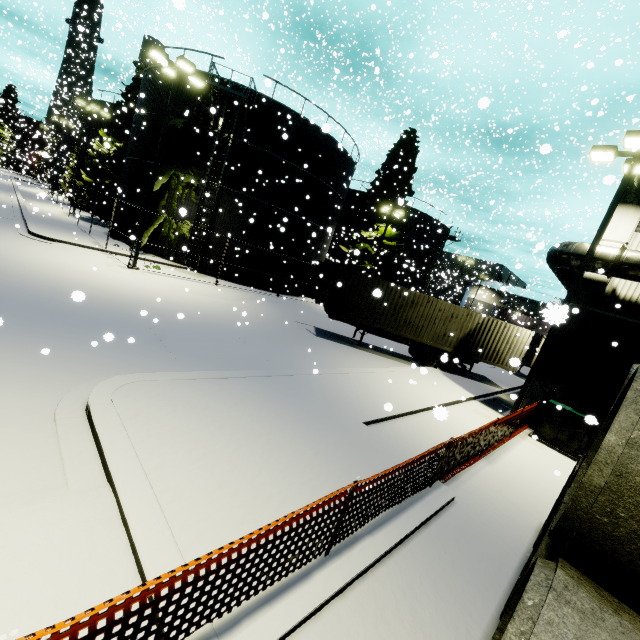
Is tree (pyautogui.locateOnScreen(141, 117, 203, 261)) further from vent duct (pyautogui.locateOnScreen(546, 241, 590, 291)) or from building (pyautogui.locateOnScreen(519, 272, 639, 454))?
vent duct (pyautogui.locateOnScreen(546, 241, 590, 291))

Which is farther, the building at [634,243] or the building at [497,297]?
the building at [497,297]

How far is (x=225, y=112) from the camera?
20.4 meters

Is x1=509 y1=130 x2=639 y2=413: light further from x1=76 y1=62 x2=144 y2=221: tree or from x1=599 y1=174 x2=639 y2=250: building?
x1=76 y1=62 x2=144 y2=221: tree

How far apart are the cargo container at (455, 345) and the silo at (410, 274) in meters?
20.0

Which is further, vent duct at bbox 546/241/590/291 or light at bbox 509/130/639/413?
vent duct at bbox 546/241/590/291

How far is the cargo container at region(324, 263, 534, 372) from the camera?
16.0m

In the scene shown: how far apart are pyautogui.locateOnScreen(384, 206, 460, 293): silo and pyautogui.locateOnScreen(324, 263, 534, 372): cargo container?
20.04m
